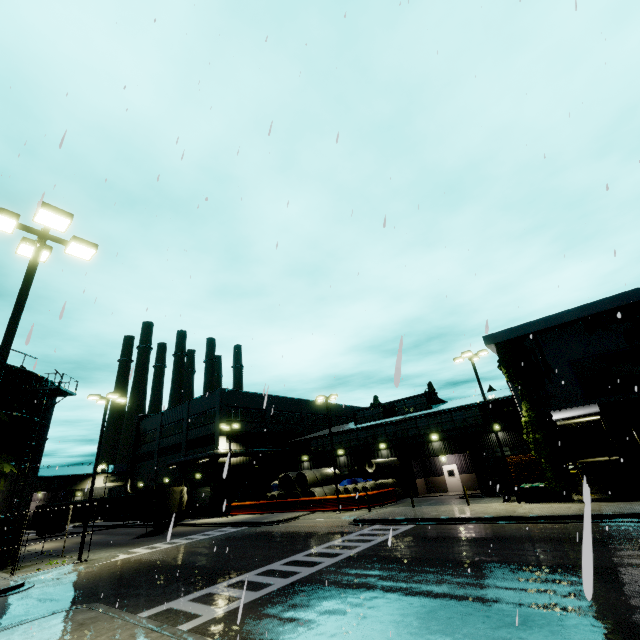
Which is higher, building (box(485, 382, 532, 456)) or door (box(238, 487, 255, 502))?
building (box(485, 382, 532, 456))

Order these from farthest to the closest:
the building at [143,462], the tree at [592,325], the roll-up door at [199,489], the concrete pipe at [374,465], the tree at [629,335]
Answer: the building at [143,462] < the roll-up door at [199,489] < the concrete pipe at [374,465] < the tree at [592,325] < the tree at [629,335]

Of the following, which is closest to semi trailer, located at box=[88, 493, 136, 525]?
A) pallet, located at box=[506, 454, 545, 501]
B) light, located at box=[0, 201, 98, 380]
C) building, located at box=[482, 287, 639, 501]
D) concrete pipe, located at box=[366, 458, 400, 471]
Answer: building, located at box=[482, 287, 639, 501]

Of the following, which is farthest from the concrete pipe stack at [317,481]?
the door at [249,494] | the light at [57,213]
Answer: the door at [249,494]

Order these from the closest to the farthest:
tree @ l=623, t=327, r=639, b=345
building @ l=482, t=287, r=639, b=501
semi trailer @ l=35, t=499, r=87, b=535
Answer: building @ l=482, t=287, r=639, b=501, tree @ l=623, t=327, r=639, b=345, semi trailer @ l=35, t=499, r=87, b=535

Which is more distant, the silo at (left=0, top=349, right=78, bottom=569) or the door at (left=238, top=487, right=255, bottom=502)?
Result: the door at (left=238, top=487, right=255, bottom=502)

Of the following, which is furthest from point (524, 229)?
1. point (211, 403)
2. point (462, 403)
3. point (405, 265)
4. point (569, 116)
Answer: point (211, 403)

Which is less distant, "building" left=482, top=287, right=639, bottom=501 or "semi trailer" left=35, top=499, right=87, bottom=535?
"building" left=482, top=287, right=639, bottom=501
